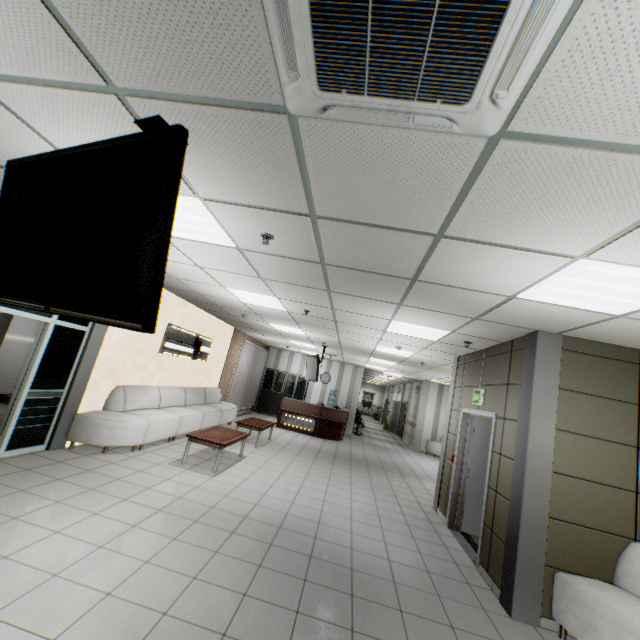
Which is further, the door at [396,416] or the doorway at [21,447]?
the door at [396,416]

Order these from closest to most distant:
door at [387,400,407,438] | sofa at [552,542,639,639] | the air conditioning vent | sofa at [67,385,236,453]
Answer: the air conditioning vent < sofa at [552,542,639,639] < sofa at [67,385,236,453] < door at [387,400,407,438]

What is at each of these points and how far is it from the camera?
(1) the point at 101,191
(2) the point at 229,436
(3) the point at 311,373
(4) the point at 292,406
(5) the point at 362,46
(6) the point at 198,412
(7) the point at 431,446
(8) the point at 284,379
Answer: (1) tv, 1.51m
(2) table, 6.70m
(3) tv, 10.66m
(4) desk, 12.66m
(5) air conditioning vent, 1.19m
(6) sofa, 8.29m
(7) sofa, 14.51m
(8) cabinet, 15.74m

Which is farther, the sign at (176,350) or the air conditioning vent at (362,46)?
the sign at (176,350)

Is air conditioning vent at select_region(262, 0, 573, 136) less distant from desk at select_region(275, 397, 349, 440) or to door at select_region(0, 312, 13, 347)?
door at select_region(0, 312, 13, 347)

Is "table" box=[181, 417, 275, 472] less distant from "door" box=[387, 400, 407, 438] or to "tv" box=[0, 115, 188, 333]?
"tv" box=[0, 115, 188, 333]

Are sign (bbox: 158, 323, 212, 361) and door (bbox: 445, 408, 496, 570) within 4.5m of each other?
no

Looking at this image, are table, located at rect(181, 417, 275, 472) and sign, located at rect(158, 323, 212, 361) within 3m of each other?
yes
